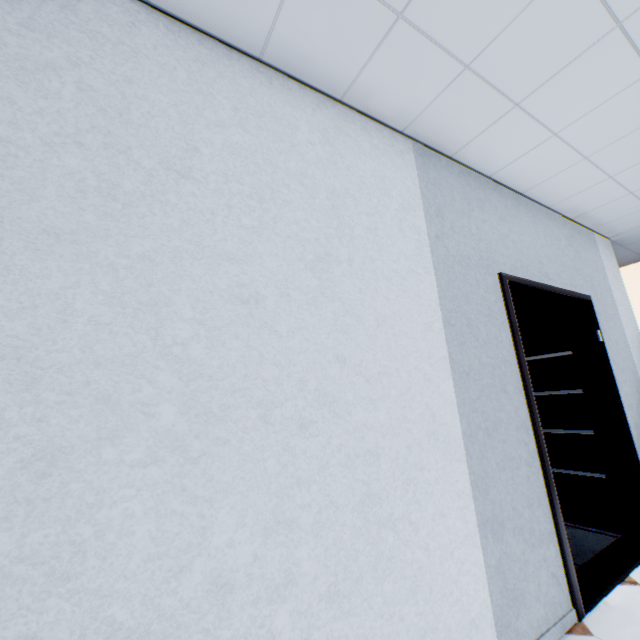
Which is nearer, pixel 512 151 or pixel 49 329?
pixel 49 329
